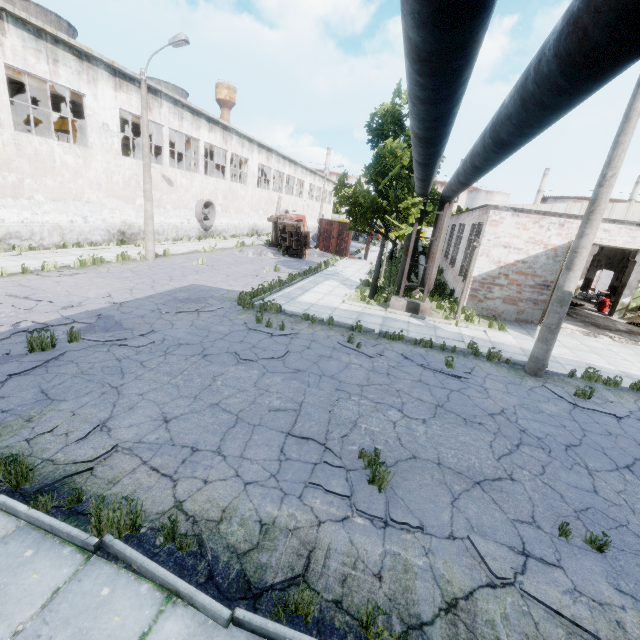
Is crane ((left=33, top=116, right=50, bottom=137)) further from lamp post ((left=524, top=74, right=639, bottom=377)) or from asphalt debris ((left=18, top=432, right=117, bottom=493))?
lamp post ((left=524, top=74, right=639, bottom=377))

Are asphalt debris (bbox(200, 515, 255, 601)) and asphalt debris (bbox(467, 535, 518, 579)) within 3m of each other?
yes

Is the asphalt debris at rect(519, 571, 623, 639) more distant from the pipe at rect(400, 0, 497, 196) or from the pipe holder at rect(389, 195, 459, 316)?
the pipe holder at rect(389, 195, 459, 316)

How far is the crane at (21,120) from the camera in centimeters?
2236cm

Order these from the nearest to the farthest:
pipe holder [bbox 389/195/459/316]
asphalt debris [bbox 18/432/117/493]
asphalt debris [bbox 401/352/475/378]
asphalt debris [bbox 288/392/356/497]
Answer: asphalt debris [bbox 18/432/117/493]
asphalt debris [bbox 288/392/356/497]
asphalt debris [bbox 401/352/475/378]
pipe holder [bbox 389/195/459/316]

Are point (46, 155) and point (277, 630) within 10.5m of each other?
no

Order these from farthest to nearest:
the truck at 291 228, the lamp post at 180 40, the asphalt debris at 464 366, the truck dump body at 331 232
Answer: the truck dump body at 331 232 → the truck at 291 228 → the lamp post at 180 40 → the asphalt debris at 464 366

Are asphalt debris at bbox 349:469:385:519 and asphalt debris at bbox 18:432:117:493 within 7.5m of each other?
yes
